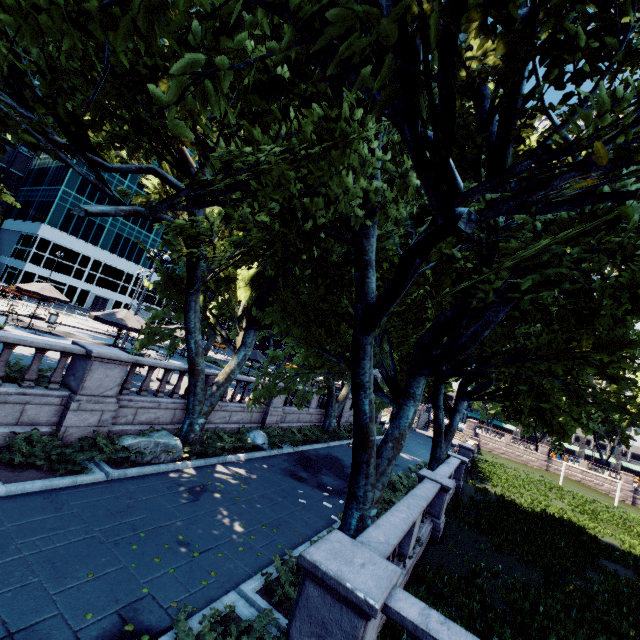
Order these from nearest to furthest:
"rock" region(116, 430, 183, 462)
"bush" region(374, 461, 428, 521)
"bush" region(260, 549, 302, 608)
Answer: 1. "bush" region(260, 549, 302, 608)
2. "rock" region(116, 430, 183, 462)
3. "bush" region(374, 461, 428, 521)

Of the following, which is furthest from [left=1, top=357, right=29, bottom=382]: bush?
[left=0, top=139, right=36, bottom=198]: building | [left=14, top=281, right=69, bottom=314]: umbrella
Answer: [left=0, top=139, right=36, bottom=198]: building

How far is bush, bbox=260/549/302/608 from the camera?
6.2m

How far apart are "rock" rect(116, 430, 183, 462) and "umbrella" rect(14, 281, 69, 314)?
13.5 meters

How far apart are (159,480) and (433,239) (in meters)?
10.38

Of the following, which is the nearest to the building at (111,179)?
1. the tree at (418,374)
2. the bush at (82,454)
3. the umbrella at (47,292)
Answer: the tree at (418,374)

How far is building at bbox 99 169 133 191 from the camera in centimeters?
5647cm

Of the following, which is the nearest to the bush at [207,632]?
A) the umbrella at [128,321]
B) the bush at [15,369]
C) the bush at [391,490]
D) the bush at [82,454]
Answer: the bush at [82,454]
